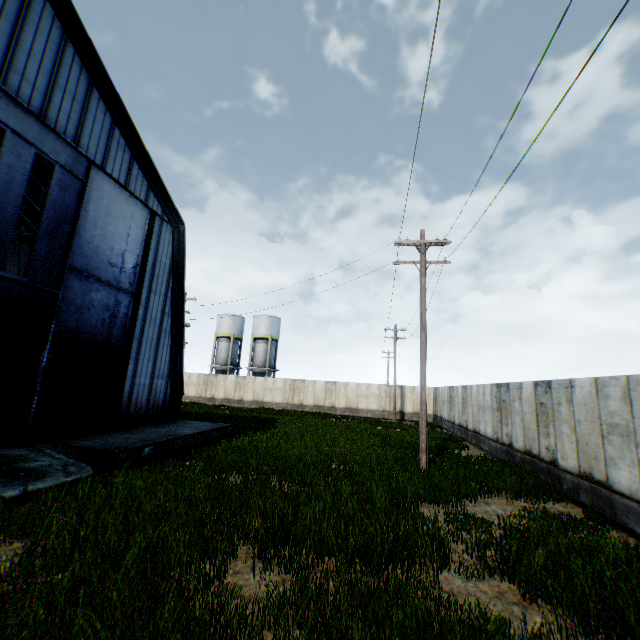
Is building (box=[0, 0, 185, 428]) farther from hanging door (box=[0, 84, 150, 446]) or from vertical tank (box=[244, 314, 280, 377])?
vertical tank (box=[244, 314, 280, 377])

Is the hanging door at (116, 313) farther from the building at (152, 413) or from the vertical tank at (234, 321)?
the vertical tank at (234, 321)

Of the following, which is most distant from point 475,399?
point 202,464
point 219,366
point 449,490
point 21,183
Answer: point 219,366

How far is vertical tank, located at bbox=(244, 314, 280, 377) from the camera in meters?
45.0 m

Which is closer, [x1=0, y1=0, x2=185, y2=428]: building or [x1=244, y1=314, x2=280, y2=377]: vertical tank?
[x1=0, y1=0, x2=185, y2=428]: building

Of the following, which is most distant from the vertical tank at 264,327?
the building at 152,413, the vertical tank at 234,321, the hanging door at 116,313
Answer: the hanging door at 116,313

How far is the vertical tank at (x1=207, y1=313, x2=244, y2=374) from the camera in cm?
4606
